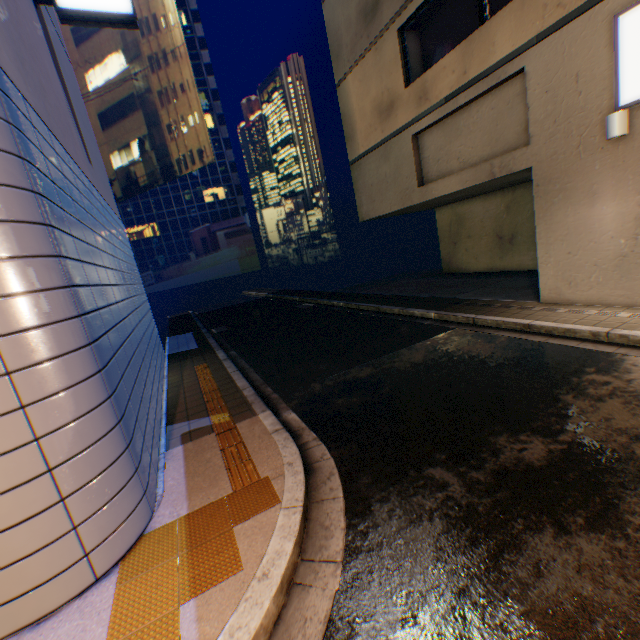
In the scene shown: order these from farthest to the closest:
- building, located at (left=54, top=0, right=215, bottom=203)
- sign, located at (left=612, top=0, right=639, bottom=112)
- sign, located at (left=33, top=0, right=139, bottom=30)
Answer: building, located at (left=54, top=0, right=215, bottom=203) → sign, located at (left=33, top=0, right=139, bottom=30) → sign, located at (left=612, top=0, right=639, bottom=112)

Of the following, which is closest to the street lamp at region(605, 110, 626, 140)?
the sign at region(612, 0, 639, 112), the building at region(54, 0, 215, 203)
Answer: the sign at region(612, 0, 639, 112)

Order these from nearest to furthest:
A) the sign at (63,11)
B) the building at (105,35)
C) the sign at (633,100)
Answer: the sign at (633,100) → the sign at (63,11) → the building at (105,35)

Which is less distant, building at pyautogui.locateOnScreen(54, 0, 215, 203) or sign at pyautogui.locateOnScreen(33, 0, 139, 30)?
sign at pyautogui.locateOnScreen(33, 0, 139, 30)

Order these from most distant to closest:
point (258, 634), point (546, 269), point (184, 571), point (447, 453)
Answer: point (546, 269) → point (447, 453) → point (184, 571) → point (258, 634)

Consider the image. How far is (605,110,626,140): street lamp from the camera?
5.7 meters

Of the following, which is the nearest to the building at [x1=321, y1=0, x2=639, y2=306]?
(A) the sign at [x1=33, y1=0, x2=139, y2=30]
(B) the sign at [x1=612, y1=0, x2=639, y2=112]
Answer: (B) the sign at [x1=612, y1=0, x2=639, y2=112]

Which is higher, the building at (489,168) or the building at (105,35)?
the building at (105,35)
